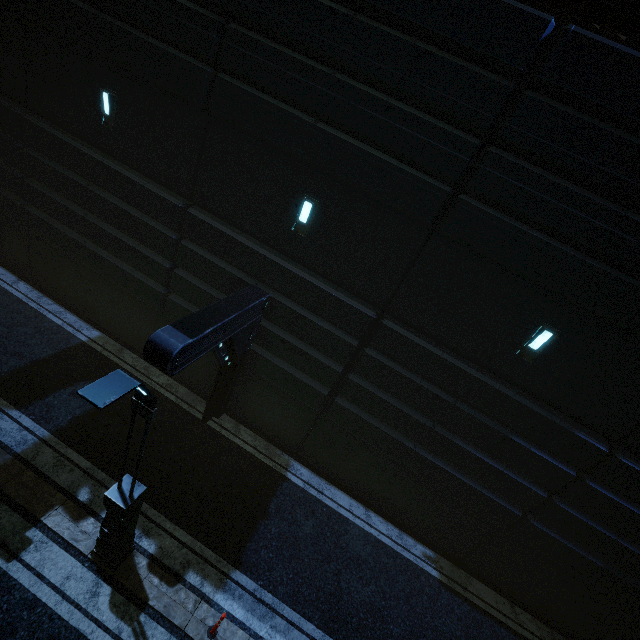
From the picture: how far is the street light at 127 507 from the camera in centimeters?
361cm

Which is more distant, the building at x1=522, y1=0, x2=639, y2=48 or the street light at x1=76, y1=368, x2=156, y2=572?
the building at x1=522, y1=0, x2=639, y2=48

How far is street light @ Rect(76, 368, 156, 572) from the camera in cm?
361

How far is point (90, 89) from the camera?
8.6 meters

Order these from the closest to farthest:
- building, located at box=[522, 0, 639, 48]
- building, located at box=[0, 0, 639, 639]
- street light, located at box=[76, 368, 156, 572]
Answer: street light, located at box=[76, 368, 156, 572] → building, located at box=[522, 0, 639, 48] → building, located at box=[0, 0, 639, 639]

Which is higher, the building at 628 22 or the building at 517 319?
the building at 628 22

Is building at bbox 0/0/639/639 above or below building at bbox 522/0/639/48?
below
